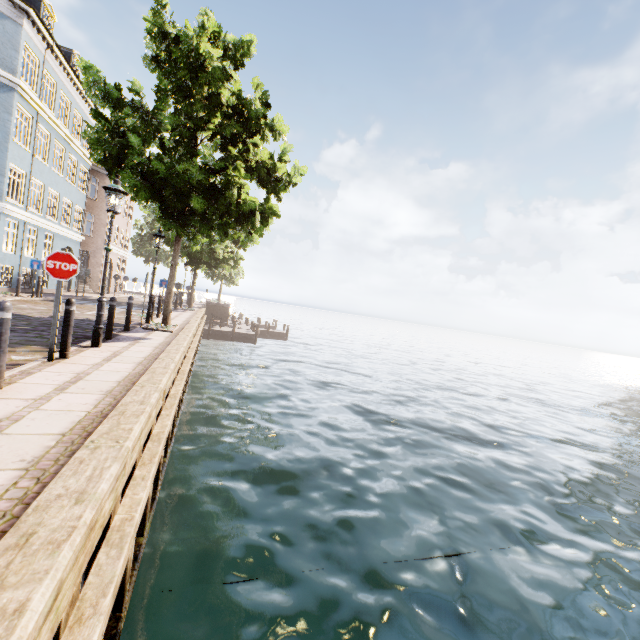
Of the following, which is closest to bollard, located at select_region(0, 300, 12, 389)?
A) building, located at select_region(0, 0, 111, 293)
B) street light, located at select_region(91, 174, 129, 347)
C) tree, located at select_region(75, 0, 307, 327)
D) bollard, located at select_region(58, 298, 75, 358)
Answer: bollard, located at select_region(58, 298, 75, 358)

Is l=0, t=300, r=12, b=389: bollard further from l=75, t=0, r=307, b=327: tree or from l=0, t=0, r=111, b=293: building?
l=0, t=0, r=111, b=293: building

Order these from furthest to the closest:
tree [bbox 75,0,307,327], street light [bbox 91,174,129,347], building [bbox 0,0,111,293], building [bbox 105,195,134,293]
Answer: building [bbox 105,195,134,293]
building [bbox 0,0,111,293]
tree [bbox 75,0,307,327]
street light [bbox 91,174,129,347]

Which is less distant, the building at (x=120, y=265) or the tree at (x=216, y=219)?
the tree at (x=216, y=219)

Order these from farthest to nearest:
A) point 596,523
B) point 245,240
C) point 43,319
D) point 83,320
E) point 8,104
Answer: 1. point 8,104
2. point 245,240
3. point 83,320
4. point 43,319
5. point 596,523

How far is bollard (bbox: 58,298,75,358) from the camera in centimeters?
587cm

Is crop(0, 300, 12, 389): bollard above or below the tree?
below

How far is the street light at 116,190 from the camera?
7.1m
